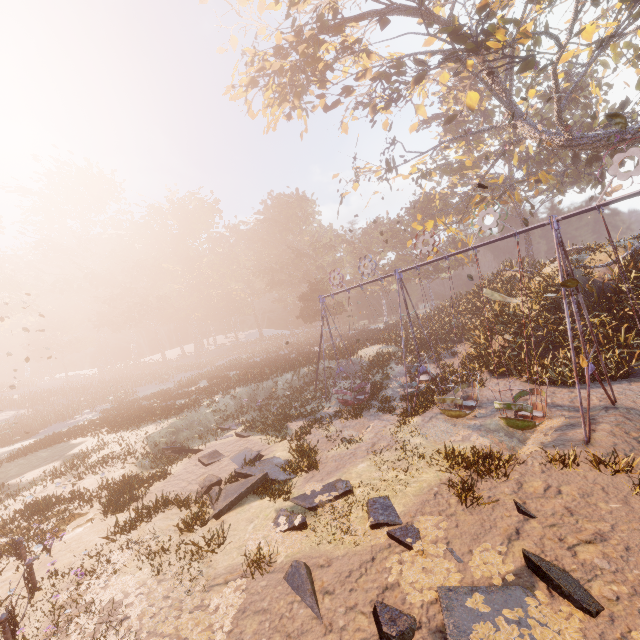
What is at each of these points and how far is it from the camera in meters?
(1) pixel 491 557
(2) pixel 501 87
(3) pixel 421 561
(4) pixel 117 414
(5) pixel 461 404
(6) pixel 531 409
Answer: (1) instancedfoliageactor, 5.9 m
(2) tree, 19.4 m
(3) instancedfoliageactor, 6.1 m
(4) instancedfoliageactor, 27.9 m
(5) swing, 11.9 m
(6) swing, 9.7 m

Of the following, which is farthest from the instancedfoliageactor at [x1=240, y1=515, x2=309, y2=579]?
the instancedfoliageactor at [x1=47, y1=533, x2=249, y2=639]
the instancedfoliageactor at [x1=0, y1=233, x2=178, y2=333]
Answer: the instancedfoliageactor at [x1=0, y1=233, x2=178, y2=333]

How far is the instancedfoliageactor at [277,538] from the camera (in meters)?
7.02

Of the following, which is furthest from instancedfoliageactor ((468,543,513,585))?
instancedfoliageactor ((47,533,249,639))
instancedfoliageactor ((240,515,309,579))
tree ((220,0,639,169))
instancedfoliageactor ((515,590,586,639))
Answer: tree ((220,0,639,169))

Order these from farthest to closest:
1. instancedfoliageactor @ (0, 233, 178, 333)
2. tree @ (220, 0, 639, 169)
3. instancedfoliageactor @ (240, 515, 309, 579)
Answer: instancedfoliageactor @ (0, 233, 178, 333) → tree @ (220, 0, 639, 169) → instancedfoliageactor @ (240, 515, 309, 579)

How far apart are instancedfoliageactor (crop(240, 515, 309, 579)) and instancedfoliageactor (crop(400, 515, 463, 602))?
2.0m

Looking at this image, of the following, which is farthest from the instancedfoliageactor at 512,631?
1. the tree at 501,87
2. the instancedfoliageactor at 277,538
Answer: the tree at 501,87

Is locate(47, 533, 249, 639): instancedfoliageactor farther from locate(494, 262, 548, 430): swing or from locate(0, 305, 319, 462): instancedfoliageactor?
locate(0, 305, 319, 462): instancedfoliageactor
